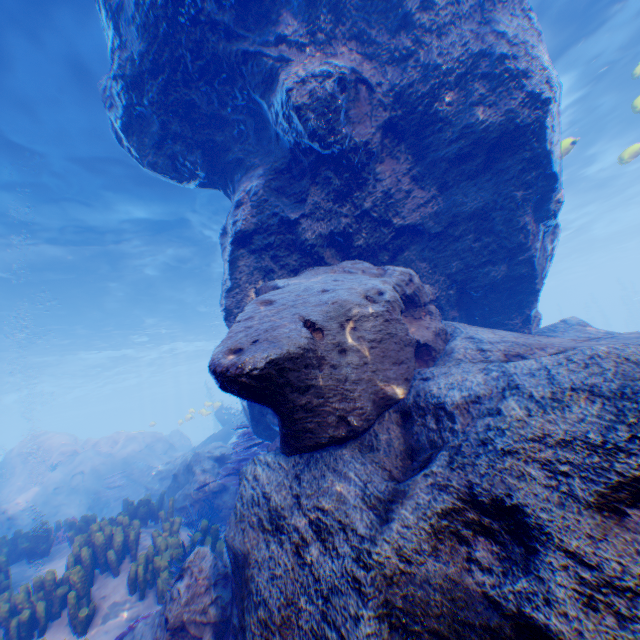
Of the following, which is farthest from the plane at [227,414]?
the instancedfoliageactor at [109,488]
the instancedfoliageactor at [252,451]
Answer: the instancedfoliageactor at [252,451]

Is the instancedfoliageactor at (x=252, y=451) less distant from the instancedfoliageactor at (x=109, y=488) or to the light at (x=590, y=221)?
the instancedfoliageactor at (x=109, y=488)

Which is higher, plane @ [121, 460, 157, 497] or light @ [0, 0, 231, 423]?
light @ [0, 0, 231, 423]

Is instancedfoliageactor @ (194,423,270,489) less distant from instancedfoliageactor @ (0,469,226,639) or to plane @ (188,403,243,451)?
instancedfoliageactor @ (0,469,226,639)

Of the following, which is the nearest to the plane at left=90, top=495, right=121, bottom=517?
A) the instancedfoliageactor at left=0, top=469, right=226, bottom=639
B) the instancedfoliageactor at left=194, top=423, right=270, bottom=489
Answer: the instancedfoliageactor at left=0, top=469, right=226, bottom=639

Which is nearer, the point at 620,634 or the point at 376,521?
the point at 620,634

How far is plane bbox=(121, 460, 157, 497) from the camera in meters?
15.0
